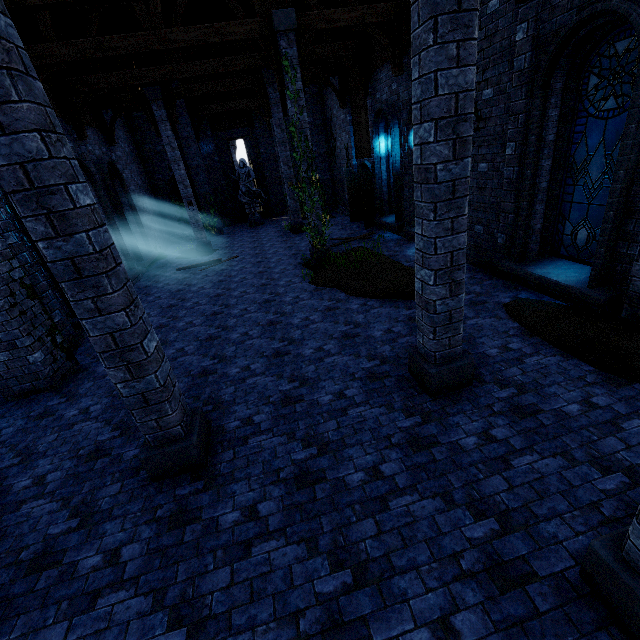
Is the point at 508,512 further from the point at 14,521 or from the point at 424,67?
the point at 14,521

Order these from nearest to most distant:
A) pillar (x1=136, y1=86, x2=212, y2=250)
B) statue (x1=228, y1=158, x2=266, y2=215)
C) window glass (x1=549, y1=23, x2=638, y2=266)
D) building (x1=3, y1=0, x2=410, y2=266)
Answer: window glass (x1=549, y1=23, x2=638, y2=266) < building (x1=3, y1=0, x2=410, y2=266) < pillar (x1=136, y1=86, x2=212, y2=250) < statue (x1=228, y1=158, x2=266, y2=215)

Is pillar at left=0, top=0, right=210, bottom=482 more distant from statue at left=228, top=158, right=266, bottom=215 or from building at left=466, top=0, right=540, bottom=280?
statue at left=228, top=158, right=266, bottom=215

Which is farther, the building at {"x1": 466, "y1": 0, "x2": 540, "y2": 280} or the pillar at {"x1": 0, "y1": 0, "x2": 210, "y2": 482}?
the building at {"x1": 466, "y1": 0, "x2": 540, "y2": 280}

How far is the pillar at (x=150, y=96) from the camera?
13.54m

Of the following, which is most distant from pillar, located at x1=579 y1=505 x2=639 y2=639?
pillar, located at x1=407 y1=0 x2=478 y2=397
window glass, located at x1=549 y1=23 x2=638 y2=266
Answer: window glass, located at x1=549 y1=23 x2=638 y2=266

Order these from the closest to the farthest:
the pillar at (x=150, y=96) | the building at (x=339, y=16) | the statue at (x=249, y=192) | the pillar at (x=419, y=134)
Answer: the pillar at (x=419, y=134)
the building at (x=339, y=16)
the pillar at (x=150, y=96)
the statue at (x=249, y=192)

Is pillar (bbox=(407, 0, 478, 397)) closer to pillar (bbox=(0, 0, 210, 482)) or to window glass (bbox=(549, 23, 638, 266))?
pillar (bbox=(0, 0, 210, 482))
